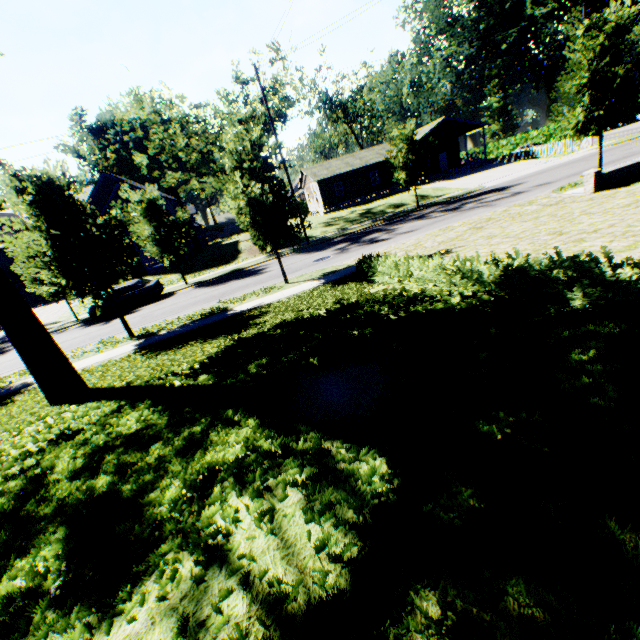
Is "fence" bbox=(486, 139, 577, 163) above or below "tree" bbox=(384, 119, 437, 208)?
below

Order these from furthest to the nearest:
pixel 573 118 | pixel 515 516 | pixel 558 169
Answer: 1. pixel 558 169
2. pixel 573 118
3. pixel 515 516

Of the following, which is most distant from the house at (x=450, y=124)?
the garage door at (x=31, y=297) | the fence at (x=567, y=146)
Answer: the garage door at (x=31, y=297)

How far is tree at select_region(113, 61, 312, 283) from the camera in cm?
1202

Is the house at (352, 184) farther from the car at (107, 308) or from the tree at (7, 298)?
the car at (107, 308)

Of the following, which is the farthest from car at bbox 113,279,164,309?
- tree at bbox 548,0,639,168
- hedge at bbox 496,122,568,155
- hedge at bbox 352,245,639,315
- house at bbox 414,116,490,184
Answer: hedge at bbox 496,122,568,155

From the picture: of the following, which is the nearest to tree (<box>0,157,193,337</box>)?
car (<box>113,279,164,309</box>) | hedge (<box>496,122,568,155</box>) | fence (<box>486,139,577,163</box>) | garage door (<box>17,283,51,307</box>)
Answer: car (<box>113,279,164,309</box>)

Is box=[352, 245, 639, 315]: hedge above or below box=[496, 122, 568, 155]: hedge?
below
